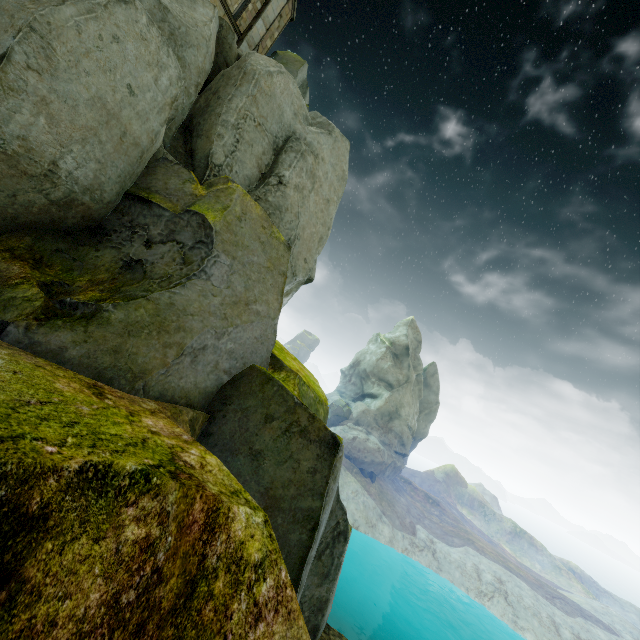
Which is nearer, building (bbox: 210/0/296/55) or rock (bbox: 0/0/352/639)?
rock (bbox: 0/0/352/639)

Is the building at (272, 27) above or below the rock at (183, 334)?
above

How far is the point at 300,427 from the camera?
8.49m

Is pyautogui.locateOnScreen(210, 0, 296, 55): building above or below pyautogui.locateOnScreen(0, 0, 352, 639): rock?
above

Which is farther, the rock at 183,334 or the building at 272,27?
the building at 272,27
